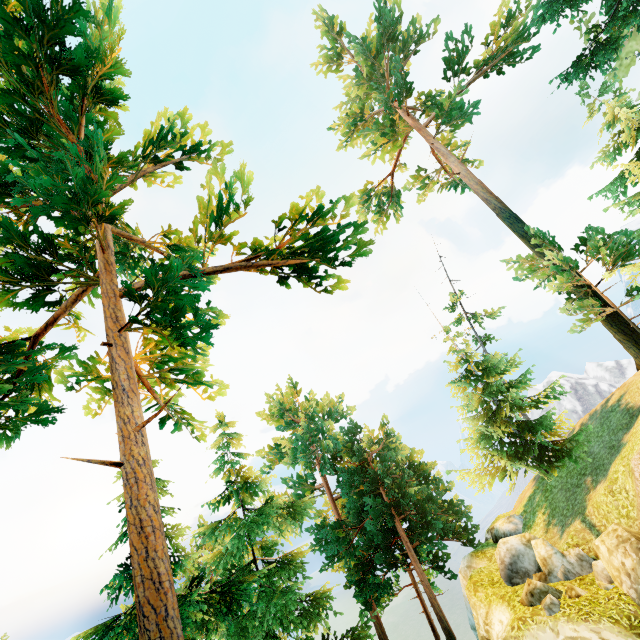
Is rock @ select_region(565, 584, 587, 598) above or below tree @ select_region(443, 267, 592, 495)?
below

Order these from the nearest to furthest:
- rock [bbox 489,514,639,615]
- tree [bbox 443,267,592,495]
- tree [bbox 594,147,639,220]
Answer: rock [bbox 489,514,639,615] → tree [bbox 594,147,639,220] → tree [bbox 443,267,592,495]

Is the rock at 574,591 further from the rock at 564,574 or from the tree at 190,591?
the tree at 190,591

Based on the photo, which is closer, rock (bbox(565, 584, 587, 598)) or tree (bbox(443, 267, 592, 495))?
rock (bbox(565, 584, 587, 598))

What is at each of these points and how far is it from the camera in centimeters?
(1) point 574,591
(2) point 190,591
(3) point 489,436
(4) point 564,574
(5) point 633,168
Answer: (1) rock, 981cm
(2) tree, 1098cm
(3) tree, 1888cm
(4) rock, 1101cm
(5) tree, 1216cm

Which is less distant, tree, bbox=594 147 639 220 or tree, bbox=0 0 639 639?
tree, bbox=0 0 639 639
